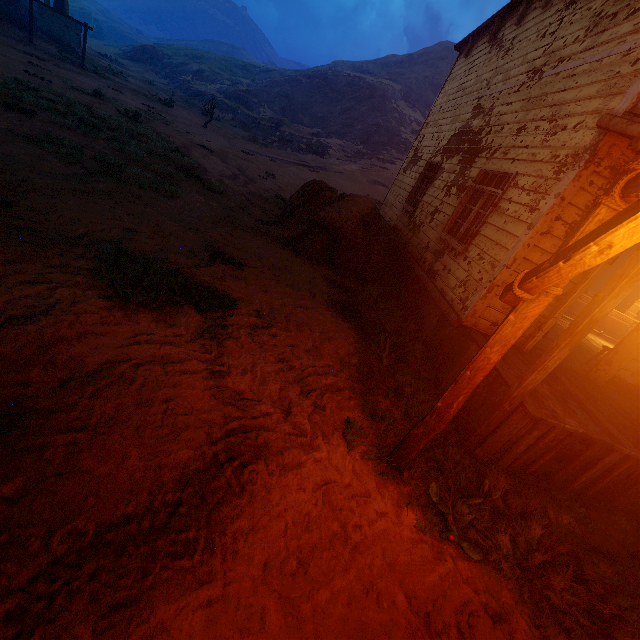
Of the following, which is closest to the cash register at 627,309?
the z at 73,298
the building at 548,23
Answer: the building at 548,23

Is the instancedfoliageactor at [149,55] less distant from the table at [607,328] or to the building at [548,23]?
the building at [548,23]

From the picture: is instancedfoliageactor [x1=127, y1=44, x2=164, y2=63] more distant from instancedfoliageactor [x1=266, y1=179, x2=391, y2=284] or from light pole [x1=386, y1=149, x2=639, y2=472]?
light pole [x1=386, y1=149, x2=639, y2=472]

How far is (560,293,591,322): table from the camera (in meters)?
10.49

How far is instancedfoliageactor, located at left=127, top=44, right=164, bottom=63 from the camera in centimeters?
4256cm

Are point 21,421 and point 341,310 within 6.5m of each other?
yes

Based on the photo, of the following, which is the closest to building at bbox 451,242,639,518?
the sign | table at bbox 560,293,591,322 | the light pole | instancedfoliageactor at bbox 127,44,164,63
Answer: table at bbox 560,293,591,322

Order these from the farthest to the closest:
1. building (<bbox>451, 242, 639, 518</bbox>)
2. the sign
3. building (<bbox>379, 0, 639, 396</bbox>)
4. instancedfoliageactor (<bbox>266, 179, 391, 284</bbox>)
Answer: the sign
instancedfoliageactor (<bbox>266, 179, 391, 284</bbox>)
building (<bbox>379, 0, 639, 396</bbox>)
building (<bbox>451, 242, 639, 518</bbox>)
